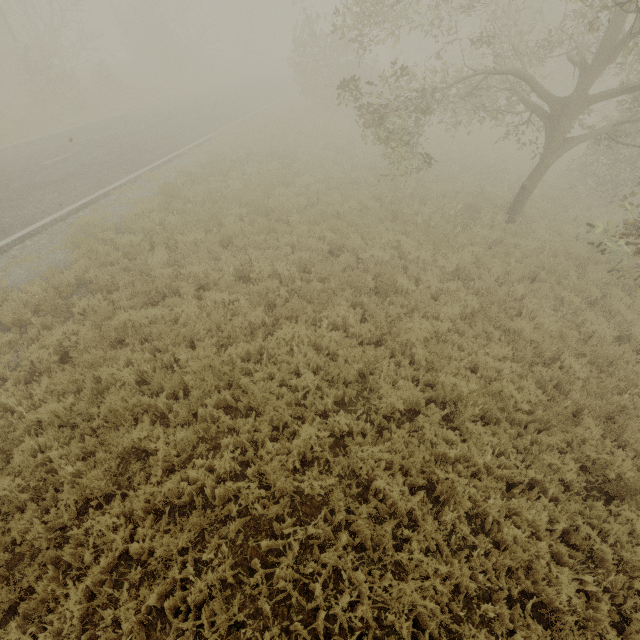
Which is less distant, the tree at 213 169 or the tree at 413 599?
the tree at 413 599

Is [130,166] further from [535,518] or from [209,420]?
[535,518]

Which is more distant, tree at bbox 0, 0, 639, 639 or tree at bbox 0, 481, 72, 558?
tree at bbox 0, 0, 639, 639
